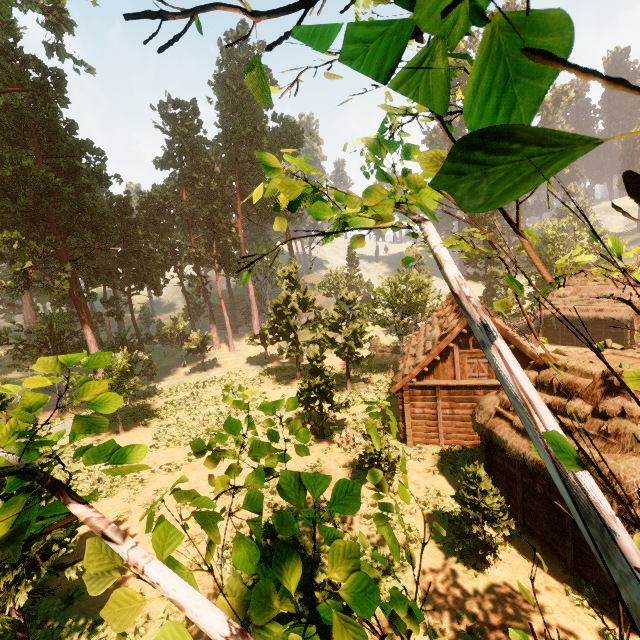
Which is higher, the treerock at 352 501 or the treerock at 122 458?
the treerock at 122 458

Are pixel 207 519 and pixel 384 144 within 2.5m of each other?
no

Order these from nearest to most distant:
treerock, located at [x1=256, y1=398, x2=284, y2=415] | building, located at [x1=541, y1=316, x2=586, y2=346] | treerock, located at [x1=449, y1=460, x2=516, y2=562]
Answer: treerock, located at [x1=256, y1=398, x2=284, y2=415] → treerock, located at [x1=449, y1=460, x2=516, y2=562] → building, located at [x1=541, y1=316, x2=586, y2=346]

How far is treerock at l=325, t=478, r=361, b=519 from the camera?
2.1m

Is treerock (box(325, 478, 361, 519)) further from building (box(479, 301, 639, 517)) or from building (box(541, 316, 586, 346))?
building (box(541, 316, 586, 346))

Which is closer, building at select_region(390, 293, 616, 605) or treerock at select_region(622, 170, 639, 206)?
treerock at select_region(622, 170, 639, 206)

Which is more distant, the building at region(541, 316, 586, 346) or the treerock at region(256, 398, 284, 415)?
the building at region(541, 316, 586, 346)

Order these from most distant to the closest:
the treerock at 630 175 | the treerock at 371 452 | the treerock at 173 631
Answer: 1. the treerock at 371 452
2. the treerock at 173 631
3. the treerock at 630 175
